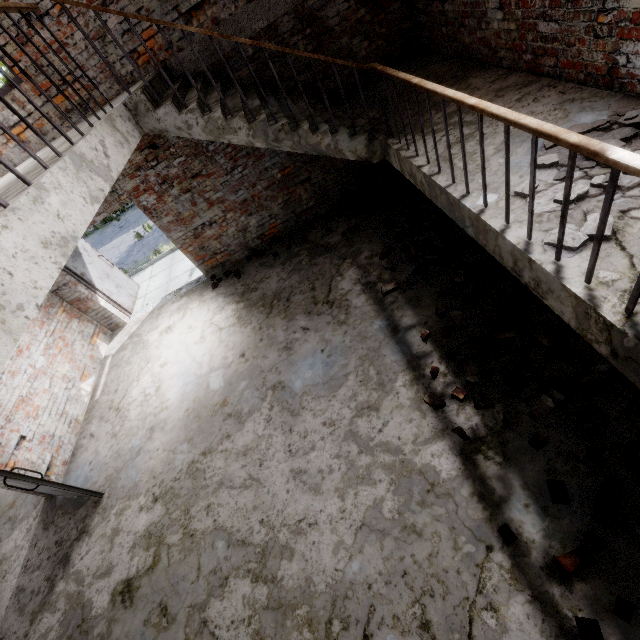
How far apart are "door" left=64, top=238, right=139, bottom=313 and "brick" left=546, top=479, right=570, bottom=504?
8.8 meters

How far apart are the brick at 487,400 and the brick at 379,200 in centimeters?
399cm

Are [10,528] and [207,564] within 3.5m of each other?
no

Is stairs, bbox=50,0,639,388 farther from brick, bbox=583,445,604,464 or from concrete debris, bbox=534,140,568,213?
brick, bbox=583,445,604,464

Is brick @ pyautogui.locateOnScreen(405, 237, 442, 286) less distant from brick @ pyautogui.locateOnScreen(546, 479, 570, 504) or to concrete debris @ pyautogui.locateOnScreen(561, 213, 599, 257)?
concrete debris @ pyautogui.locateOnScreen(561, 213, 599, 257)

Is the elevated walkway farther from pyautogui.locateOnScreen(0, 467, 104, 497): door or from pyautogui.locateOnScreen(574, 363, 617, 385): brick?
pyautogui.locateOnScreen(574, 363, 617, 385): brick

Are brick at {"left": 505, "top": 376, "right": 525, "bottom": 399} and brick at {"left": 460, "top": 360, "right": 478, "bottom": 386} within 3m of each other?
yes

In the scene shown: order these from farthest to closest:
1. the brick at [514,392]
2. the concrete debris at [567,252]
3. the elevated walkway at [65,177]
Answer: the brick at [514,392] < the concrete debris at [567,252] < the elevated walkway at [65,177]
